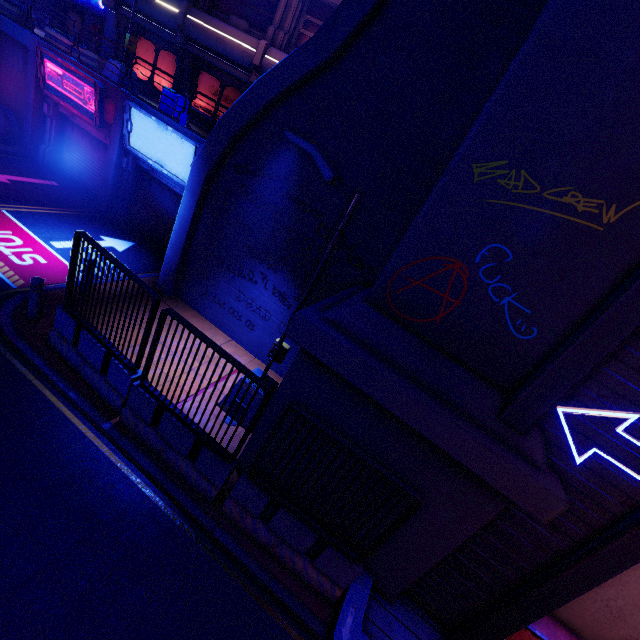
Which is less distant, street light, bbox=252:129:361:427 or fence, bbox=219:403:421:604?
fence, bbox=219:403:421:604

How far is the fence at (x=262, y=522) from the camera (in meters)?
4.75

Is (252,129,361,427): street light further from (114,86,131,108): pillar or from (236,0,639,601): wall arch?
(114,86,131,108): pillar

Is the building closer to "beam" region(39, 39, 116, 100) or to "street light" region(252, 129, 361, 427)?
"beam" region(39, 39, 116, 100)

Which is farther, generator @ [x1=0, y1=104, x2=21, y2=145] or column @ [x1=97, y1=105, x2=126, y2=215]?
generator @ [x1=0, y1=104, x2=21, y2=145]

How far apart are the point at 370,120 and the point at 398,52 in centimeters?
133cm

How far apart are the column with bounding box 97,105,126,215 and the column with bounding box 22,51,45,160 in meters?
4.7 m

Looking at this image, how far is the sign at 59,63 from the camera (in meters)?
12.01
